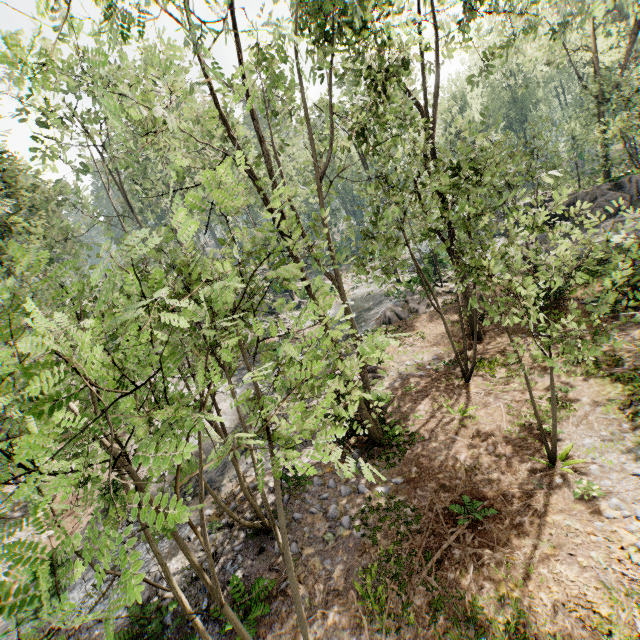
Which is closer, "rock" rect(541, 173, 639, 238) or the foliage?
the foliage

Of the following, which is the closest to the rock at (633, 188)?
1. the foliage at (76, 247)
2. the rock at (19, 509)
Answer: the foliage at (76, 247)

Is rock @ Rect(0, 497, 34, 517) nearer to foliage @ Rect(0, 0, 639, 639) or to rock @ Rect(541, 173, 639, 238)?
foliage @ Rect(0, 0, 639, 639)

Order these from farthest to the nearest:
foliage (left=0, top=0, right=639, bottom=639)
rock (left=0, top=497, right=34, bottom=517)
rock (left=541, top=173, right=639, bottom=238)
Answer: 1. rock (left=541, top=173, right=639, bottom=238)
2. rock (left=0, top=497, right=34, bottom=517)
3. foliage (left=0, top=0, right=639, bottom=639)

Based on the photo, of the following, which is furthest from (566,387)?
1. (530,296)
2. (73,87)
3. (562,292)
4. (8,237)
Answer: (73,87)

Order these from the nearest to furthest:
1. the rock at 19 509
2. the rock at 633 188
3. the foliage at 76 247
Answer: the foliage at 76 247
the rock at 19 509
the rock at 633 188

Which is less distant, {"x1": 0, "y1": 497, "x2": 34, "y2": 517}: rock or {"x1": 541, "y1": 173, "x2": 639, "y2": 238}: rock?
{"x1": 0, "y1": 497, "x2": 34, "y2": 517}: rock
